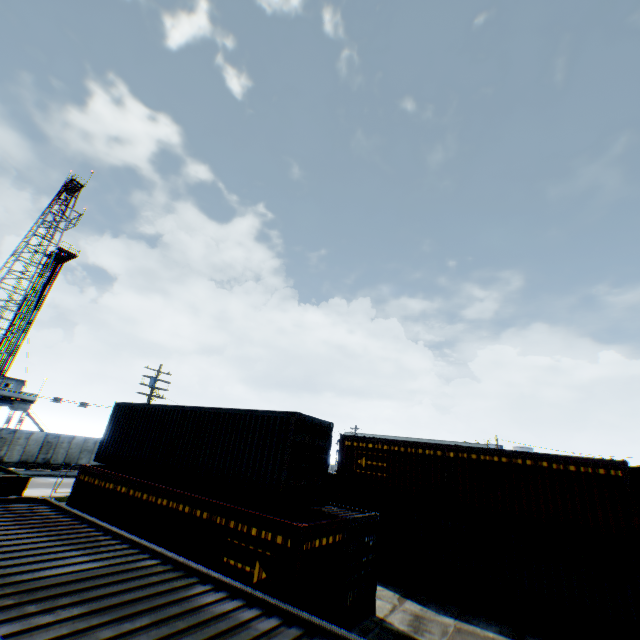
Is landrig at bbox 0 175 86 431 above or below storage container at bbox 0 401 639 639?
above

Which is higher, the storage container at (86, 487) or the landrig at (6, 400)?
the landrig at (6, 400)

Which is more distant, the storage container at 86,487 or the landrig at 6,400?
the landrig at 6,400

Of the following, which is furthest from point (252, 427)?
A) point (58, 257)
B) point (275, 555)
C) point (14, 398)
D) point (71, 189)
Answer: point (71, 189)

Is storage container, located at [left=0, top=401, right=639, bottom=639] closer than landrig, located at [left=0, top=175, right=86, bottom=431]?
Yes
